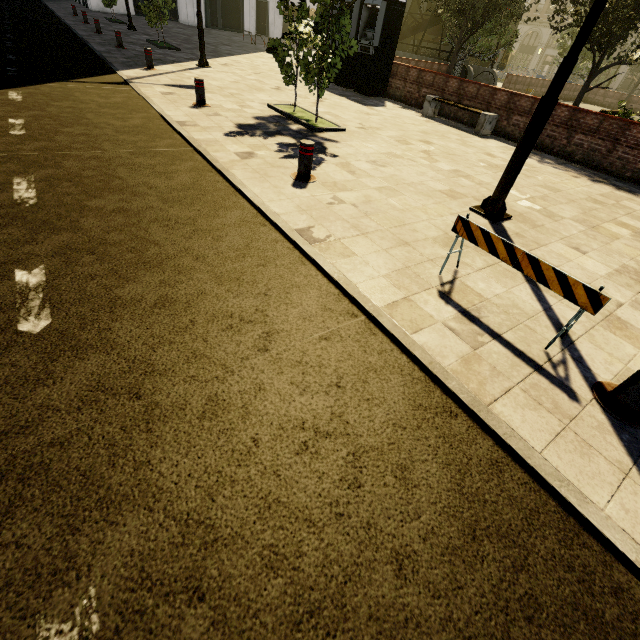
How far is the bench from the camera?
10.29m

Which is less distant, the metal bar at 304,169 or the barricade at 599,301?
the barricade at 599,301

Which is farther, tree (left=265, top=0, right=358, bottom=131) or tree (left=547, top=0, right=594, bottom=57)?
tree (left=547, top=0, right=594, bottom=57)

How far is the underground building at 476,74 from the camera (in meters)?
21.86

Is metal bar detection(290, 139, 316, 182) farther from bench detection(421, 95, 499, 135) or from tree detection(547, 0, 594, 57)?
bench detection(421, 95, 499, 135)

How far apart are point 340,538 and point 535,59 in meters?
70.0 m

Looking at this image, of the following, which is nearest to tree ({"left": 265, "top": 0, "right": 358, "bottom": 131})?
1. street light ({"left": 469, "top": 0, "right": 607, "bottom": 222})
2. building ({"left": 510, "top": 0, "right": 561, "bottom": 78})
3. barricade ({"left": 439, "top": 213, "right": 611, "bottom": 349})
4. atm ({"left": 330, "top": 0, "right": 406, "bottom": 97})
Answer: building ({"left": 510, "top": 0, "right": 561, "bottom": 78})

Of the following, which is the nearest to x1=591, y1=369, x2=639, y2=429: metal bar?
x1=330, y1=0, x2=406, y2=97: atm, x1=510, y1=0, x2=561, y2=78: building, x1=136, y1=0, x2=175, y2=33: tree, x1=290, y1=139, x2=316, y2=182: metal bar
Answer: x1=136, y1=0, x2=175, y2=33: tree
